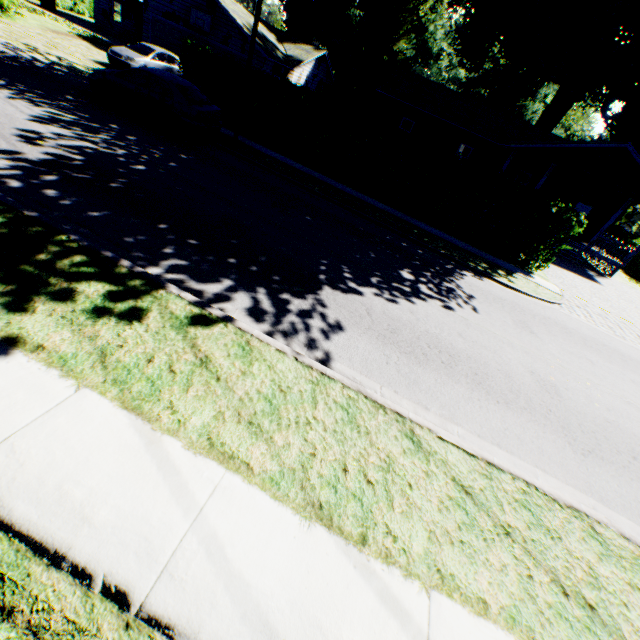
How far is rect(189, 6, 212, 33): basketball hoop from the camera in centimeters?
2227cm

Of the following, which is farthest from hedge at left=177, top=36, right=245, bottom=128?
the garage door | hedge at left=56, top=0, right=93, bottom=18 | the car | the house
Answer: hedge at left=56, top=0, right=93, bottom=18

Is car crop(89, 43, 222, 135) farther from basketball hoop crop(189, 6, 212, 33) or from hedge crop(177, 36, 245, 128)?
basketball hoop crop(189, 6, 212, 33)

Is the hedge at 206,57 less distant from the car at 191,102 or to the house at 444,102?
Answer: the car at 191,102

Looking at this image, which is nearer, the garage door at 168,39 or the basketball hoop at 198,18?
the basketball hoop at 198,18

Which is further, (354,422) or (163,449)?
(354,422)

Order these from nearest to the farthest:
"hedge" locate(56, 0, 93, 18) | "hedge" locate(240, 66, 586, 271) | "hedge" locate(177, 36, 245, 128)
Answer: "hedge" locate(240, 66, 586, 271) < "hedge" locate(177, 36, 245, 128) < "hedge" locate(56, 0, 93, 18)

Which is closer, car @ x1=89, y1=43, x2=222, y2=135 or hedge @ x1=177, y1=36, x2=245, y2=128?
car @ x1=89, y1=43, x2=222, y2=135
